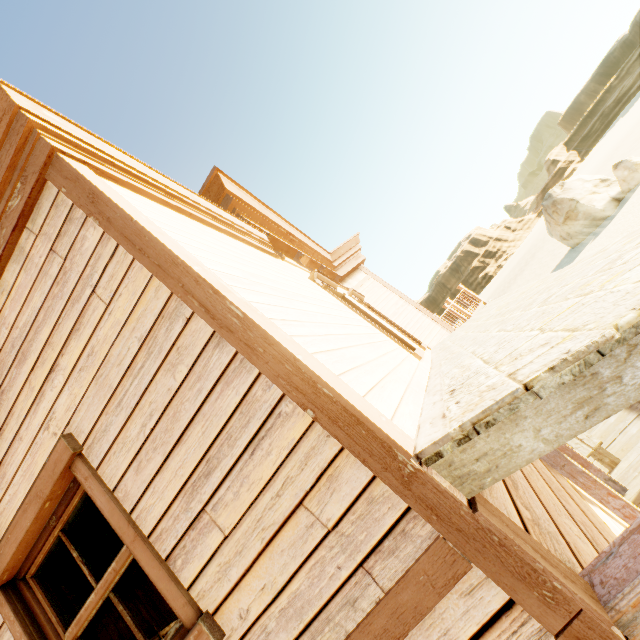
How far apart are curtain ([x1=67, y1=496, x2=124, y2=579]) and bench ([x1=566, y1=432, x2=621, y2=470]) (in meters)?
6.87

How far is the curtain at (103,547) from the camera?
2.0 meters

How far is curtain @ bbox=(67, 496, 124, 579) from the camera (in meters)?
2.04

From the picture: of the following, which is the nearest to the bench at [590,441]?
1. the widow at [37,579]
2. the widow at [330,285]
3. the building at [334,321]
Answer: the building at [334,321]

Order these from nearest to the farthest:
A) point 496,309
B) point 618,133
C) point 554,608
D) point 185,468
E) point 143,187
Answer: point 554,608 → point 185,468 → point 143,187 → point 496,309 → point 618,133

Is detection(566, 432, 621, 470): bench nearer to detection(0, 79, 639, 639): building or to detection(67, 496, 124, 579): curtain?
detection(0, 79, 639, 639): building

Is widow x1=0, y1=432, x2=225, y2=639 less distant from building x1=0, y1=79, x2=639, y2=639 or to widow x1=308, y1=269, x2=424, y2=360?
building x1=0, y1=79, x2=639, y2=639

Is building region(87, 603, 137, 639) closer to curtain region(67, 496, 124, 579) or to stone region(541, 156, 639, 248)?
curtain region(67, 496, 124, 579)
